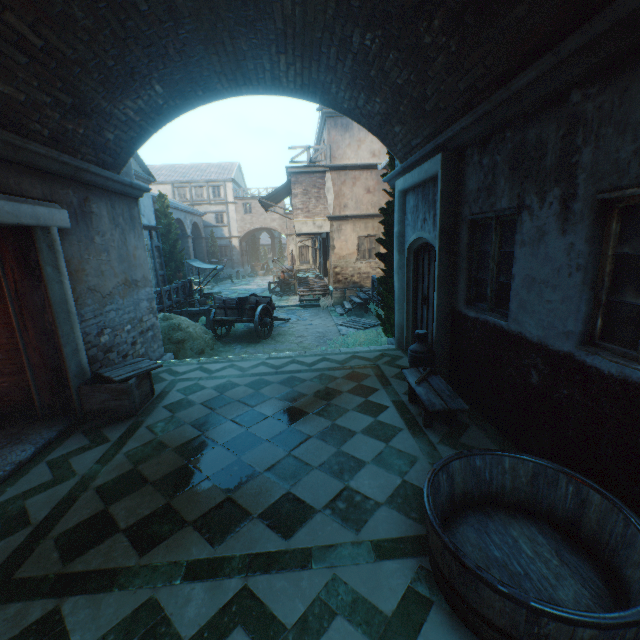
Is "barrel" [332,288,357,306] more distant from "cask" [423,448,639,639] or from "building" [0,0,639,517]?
"cask" [423,448,639,639]

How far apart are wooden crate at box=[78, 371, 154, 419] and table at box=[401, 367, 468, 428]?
4.2m

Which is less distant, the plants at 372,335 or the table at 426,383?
the table at 426,383

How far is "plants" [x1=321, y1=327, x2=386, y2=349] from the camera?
10.3m

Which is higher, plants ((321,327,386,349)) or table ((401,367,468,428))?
table ((401,367,468,428))

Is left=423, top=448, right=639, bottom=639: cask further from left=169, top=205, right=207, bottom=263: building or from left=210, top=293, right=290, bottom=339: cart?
left=210, top=293, right=290, bottom=339: cart

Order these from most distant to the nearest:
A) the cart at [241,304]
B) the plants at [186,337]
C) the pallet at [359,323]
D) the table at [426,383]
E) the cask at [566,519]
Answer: the pallet at [359,323] → the cart at [241,304] → the plants at [186,337] → the table at [426,383] → the cask at [566,519]

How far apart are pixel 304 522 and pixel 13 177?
5.4 meters
